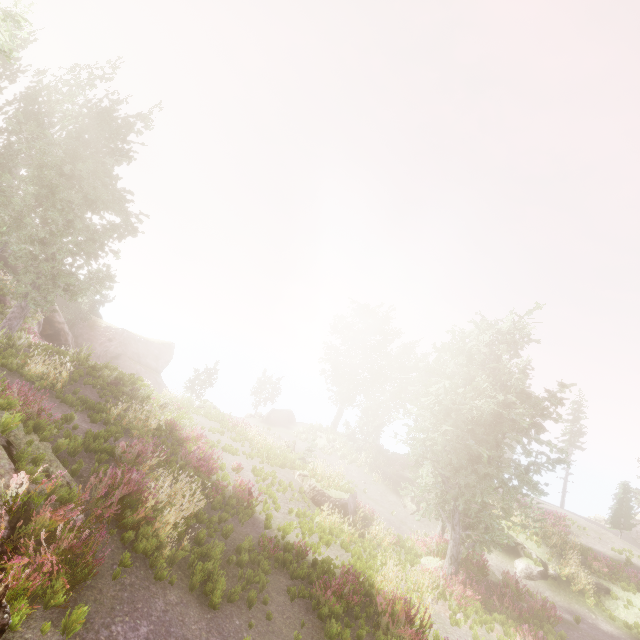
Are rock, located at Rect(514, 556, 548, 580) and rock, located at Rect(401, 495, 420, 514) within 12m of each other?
yes

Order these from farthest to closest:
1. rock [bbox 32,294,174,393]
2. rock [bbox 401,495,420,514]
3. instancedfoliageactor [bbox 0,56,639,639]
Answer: rock [bbox 32,294,174,393], rock [bbox 401,495,420,514], instancedfoliageactor [bbox 0,56,639,639]

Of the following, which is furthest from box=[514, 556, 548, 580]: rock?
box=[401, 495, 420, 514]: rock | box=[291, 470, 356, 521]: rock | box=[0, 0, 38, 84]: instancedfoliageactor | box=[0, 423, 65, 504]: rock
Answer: box=[0, 423, 65, 504]: rock

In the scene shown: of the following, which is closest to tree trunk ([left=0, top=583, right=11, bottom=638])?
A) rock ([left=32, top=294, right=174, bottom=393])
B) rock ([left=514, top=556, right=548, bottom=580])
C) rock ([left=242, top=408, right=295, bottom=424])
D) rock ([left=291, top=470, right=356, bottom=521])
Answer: rock ([left=291, top=470, right=356, bottom=521])

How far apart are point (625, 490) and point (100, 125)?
48.07m

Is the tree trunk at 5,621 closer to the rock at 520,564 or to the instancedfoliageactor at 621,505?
the instancedfoliageactor at 621,505

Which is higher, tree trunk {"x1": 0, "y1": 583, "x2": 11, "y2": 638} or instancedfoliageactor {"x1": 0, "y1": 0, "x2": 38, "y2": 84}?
instancedfoliageactor {"x1": 0, "y1": 0, "x2": 38, "y2": 84}

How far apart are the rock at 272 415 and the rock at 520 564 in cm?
2311
